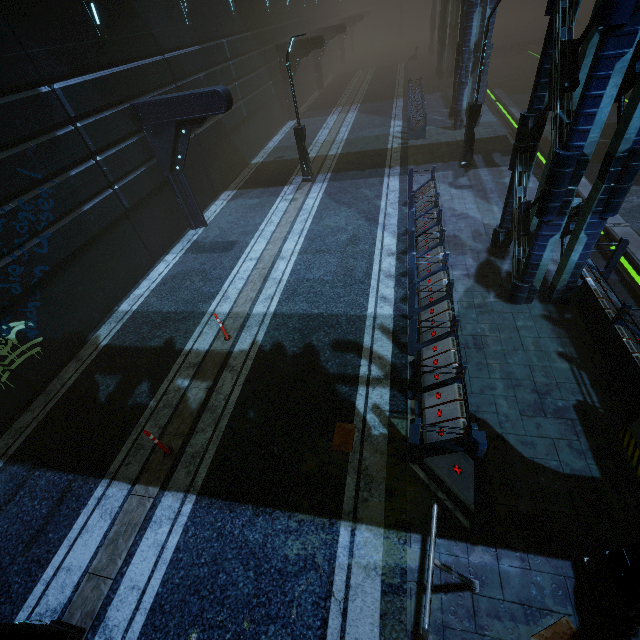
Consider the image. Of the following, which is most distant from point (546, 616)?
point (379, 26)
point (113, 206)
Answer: point (379, 26)

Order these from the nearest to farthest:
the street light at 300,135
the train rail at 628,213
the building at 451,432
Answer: the building at 451,432 < the train rail at 628,213 < the street light at 300,135

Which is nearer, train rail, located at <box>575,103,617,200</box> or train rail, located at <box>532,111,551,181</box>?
train rail, located at <box>575,103,617,200</box>

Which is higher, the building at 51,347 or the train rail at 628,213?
the building at 51,347

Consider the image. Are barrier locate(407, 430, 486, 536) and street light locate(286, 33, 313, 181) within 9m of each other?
no

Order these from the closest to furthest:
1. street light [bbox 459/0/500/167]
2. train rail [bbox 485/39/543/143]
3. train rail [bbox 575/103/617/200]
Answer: street light [bbox 459/0/500/167]
train rail [bbox 575/103/617/200]
train rail [bbox 485/39/543/143]

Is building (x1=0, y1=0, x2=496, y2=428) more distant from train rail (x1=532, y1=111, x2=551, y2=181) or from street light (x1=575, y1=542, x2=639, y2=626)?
street light (x1=575, y1=542, x2=639, y2=626)

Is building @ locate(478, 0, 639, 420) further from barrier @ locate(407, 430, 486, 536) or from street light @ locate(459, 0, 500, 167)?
street light @ locate(459, 0, 500, 167)
